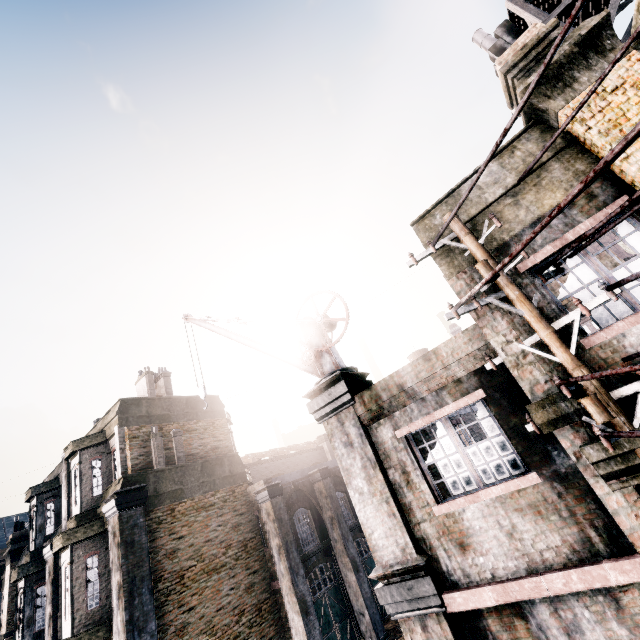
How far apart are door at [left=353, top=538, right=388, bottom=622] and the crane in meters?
14.6 m

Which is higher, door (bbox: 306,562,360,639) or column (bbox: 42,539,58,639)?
column (bbox: 42,539,58,639)

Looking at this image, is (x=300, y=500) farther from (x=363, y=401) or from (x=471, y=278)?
(x=471, y=278)

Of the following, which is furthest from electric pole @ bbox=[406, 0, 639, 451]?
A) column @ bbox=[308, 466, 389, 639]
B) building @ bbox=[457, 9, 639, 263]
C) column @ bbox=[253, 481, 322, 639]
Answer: column @ bbox=[308, 466, 389, 639]

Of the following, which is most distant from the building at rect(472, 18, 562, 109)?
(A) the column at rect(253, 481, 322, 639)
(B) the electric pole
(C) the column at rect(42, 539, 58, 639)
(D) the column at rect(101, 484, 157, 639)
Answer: (C) the column at rect(42, 539, 58, 639)

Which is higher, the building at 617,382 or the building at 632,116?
the building at 632,116

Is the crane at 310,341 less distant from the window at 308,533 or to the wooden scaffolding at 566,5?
the wooden scaffolding at 566,5

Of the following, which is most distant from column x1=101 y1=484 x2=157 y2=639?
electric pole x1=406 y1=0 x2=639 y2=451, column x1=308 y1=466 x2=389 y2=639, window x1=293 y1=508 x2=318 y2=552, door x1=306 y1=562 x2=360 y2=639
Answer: electric pole x1=406 y1=0 x2=639 y2=451
